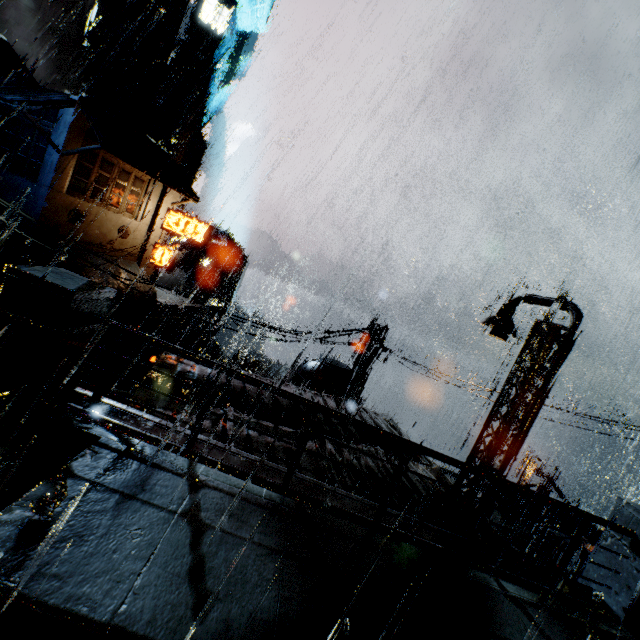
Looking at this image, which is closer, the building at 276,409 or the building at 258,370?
the building at 276,409

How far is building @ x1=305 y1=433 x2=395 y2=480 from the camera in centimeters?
785cm

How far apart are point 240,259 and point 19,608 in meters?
59.1 m

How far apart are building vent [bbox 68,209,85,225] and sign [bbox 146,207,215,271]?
4.96m

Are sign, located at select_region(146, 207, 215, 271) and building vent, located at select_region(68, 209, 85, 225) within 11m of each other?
yes

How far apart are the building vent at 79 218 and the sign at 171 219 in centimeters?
496cm

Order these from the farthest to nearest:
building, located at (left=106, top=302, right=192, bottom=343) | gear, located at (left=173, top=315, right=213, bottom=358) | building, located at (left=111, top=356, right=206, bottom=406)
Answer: gear, located at (left=173, top=315, right=213, bottom=358), building, located at (left=106, top=302, right=192, bottom=343), building, located at (left=111, top=356, right=206, bottom=406)

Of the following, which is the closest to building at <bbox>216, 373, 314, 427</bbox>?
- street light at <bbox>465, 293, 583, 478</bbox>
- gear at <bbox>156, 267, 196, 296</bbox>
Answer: street light at <bbox>465, 293, 583, 478</bbox>
